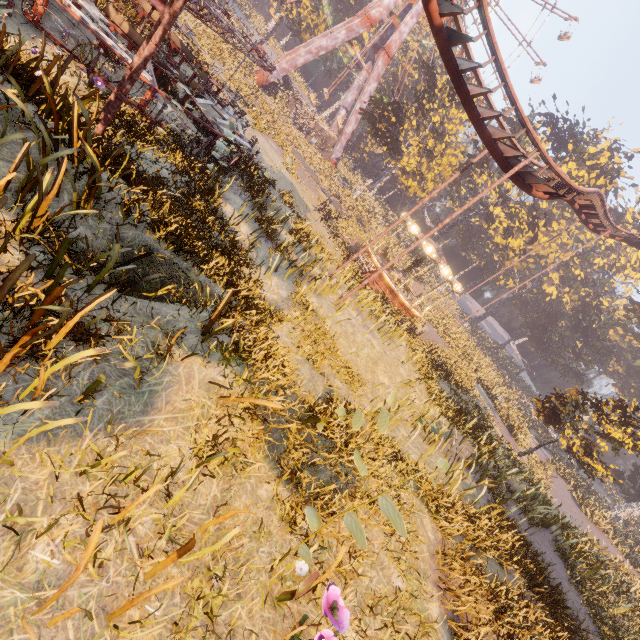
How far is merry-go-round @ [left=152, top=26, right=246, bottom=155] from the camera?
12.1 meters

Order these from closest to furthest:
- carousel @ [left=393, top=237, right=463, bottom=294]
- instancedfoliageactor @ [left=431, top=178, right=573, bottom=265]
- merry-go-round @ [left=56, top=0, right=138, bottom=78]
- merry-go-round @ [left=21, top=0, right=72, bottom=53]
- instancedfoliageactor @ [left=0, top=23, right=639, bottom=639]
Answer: instancedfoliageactor @ [left=0, top=23, right=639, bottom=639], merry-go-round @ [left=21, top=0, right=72, bottom=53], merry-go-round @ [left=56, top=0, right=138, bottom=78], carousel @ [left=393, top=237, right=463, bottom=294], instancedfoliageactor @ [left=431, top=178, right=573, bottom=265]

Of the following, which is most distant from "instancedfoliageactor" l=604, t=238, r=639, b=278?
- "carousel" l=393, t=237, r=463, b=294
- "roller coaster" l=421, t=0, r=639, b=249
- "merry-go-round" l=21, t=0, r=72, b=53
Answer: "merry-go-round" l=21, t=0, r=72, b=53

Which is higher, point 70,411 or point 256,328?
point 256,328

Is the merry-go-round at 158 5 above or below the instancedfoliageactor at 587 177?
below

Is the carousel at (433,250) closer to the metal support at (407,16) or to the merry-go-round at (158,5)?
the merry-go-round at (158,5)

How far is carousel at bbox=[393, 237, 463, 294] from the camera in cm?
2239

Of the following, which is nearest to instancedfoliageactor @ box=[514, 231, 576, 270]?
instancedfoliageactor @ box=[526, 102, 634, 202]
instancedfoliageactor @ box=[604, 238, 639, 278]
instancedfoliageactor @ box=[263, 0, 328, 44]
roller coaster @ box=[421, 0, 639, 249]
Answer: roller coaster @ box=[421, 0, 639, 249]
